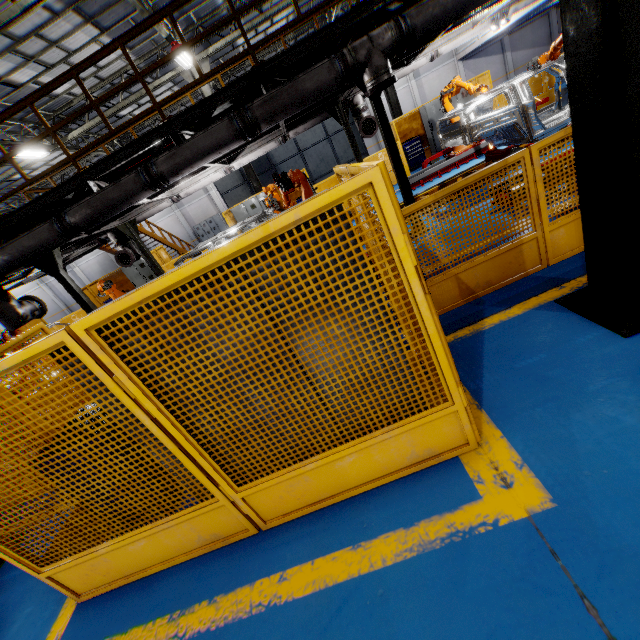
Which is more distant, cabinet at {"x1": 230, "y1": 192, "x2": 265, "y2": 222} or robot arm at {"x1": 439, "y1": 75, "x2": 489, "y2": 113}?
cabinet at {"x1": 230, "y1": 192, "x2": 265, "y2": 222}

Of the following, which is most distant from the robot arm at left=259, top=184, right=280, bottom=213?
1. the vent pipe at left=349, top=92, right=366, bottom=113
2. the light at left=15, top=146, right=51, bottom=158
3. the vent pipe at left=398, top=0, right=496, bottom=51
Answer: the light at left=15, top=146, right=51, bottom=158

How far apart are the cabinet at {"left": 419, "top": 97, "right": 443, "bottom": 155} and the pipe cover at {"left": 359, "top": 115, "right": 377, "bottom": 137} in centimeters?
595cm

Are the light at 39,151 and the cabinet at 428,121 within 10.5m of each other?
no

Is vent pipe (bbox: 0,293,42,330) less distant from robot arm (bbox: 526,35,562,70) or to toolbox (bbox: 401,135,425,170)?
robot arm (bbox: 526,35,562,70)

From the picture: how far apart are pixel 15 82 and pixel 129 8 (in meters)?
4.90

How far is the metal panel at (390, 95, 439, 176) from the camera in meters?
13.4

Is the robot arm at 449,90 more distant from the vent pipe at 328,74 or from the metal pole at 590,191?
the metal pole at 590,191
